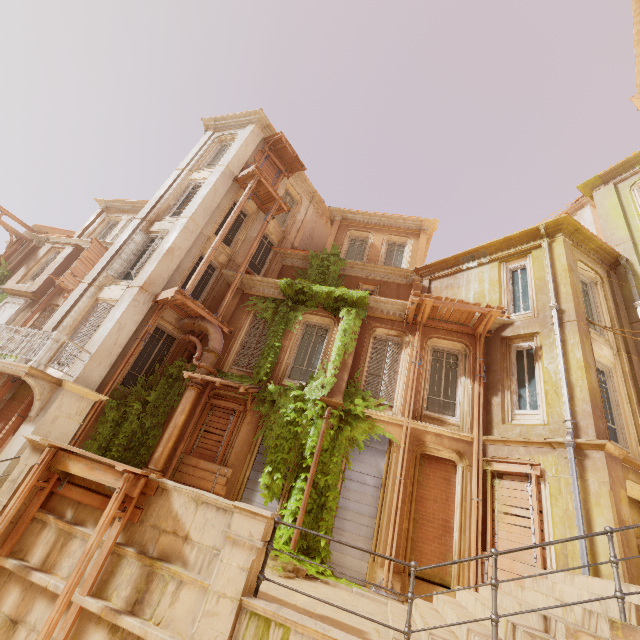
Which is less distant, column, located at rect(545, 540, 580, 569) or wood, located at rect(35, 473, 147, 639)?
wood, located at rect(35, 473, 147, 639)

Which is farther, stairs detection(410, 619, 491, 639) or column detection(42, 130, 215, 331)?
column detection(42, 130, 215, 331)

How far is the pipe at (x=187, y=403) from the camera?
9.8 meters

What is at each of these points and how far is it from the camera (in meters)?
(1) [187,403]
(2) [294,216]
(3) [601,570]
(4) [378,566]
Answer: (1) pipe, 10.73
(2) window, 19.77
(3) column, 6.99
(4) column, 8.73

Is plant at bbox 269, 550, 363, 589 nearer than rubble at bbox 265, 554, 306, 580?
No

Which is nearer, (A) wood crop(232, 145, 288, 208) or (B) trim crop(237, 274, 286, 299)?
(B) trim crop(237, 274, 286, 299)

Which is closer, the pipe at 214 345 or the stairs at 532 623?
the stairs at 532 623

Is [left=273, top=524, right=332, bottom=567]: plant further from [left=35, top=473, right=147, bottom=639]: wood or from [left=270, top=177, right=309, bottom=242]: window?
[left=35, top=473, right=147, bottom=639]: wood
